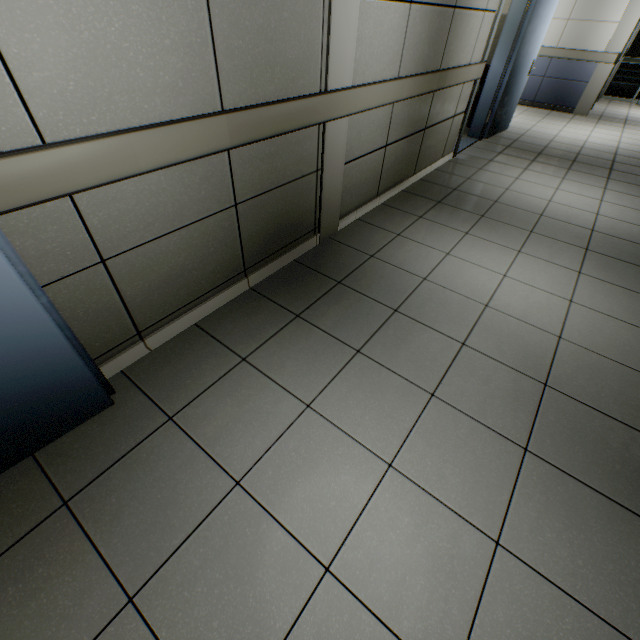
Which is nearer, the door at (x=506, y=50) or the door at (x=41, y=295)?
the door at (x=41, y=295)

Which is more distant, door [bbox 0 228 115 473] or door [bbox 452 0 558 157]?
door [bbox 452 0 558 157]

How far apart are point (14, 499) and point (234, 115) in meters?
2.0
